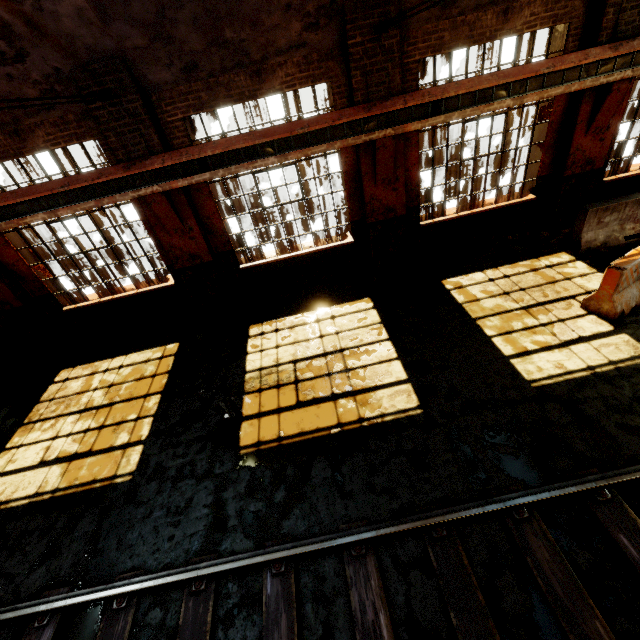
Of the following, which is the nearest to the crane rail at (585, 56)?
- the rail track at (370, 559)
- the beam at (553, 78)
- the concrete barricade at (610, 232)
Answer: the beam at (553, 78)

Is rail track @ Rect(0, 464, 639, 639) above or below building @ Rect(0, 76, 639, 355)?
below

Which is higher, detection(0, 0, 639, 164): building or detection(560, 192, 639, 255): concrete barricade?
detection(0, 0, 639, 164): building

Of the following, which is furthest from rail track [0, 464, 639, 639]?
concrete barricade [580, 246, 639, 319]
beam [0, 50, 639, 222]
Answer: beam [0, 50, 639, 222]

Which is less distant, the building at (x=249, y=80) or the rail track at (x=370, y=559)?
the rail track at (x=370, y=559)

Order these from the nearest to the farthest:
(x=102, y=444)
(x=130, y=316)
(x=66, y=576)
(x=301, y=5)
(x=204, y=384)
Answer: (x=66, y=576), (x=301, y=5), (x=102, y=444), (x=204, y=384), (x=130, y=316)

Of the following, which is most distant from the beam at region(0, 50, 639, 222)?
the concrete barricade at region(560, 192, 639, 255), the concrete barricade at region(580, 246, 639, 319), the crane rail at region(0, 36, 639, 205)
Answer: the concrete barricade at region(580, 246, 639, 319)

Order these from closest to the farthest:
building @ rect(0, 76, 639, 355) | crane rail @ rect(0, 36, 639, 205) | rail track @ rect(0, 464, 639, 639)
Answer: rail track @ rect(0, 464, 639, 639) → crane rail @ rect(0, 36, 639, 205) → building @ rect(0, 76, 639, 355)
